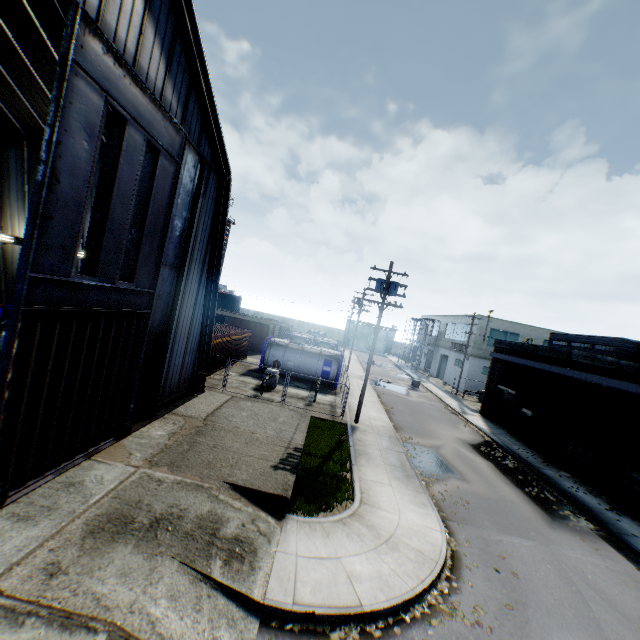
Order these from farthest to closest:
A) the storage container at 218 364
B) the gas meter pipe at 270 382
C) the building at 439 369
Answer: the building at 439 369 < the storage container at 218 364 < the gas meter pipe at 270 382

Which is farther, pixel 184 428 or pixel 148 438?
pixel 184 428

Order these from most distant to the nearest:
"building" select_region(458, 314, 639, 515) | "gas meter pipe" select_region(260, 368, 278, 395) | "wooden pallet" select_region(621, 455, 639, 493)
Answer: "gas meter pipe" select_region(260, 368, 278, 395)
"building" select_region(458, 314, 639, 515)
"wooden pallet" select_region(621, 455, 639, 493)

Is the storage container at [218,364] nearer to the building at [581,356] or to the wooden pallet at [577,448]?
the building at [581,356]

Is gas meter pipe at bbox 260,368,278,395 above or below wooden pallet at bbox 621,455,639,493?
below

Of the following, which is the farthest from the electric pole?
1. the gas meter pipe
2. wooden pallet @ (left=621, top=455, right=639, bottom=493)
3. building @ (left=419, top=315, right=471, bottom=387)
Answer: → building @ (left=419, top=315, right=471, bottom=387)

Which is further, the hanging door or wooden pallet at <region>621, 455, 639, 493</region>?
wooden pallet at <region>621, 455, 639, 493</region>

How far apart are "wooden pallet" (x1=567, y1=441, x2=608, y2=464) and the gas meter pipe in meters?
18.6
